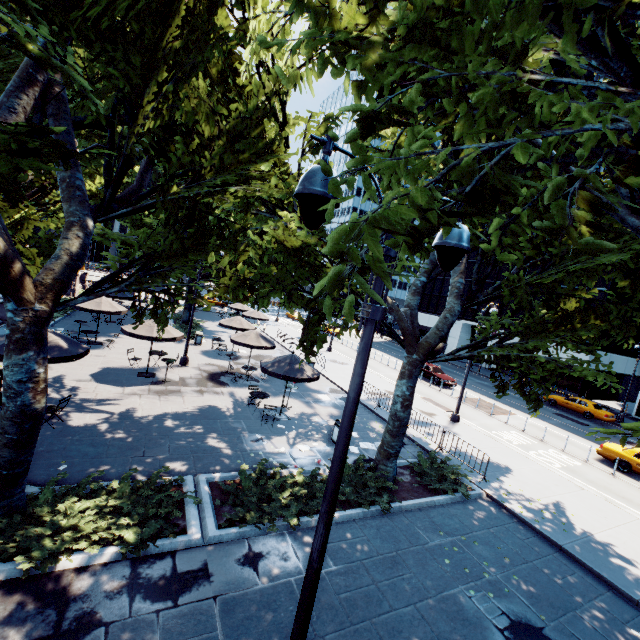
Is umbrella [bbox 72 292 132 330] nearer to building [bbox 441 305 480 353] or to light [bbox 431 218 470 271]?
light [bbox 431 218 470 271]

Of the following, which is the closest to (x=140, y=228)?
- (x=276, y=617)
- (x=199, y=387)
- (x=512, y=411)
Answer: (x=199, y=387)

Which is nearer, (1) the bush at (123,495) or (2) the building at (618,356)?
(1) the bush at (123,495)

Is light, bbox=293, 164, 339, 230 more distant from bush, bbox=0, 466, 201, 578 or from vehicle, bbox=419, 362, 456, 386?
vehicle, bbox=419, 362, 456, 386

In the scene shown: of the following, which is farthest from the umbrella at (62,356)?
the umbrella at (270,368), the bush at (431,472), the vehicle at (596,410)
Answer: the vehicle at (596,410)

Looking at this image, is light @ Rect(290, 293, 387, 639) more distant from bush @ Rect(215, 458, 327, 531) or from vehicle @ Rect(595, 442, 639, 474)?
vehicle @ Rect(595, 442, 639, 474)

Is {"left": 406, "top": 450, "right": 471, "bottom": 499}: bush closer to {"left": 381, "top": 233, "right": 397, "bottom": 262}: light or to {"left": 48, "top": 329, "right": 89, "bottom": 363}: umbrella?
{"left": 381, "top": 233, "right": 397, "bottom": 262}: light

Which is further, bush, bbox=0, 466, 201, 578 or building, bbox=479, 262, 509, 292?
building, bbox=479, 262, 509, 292
